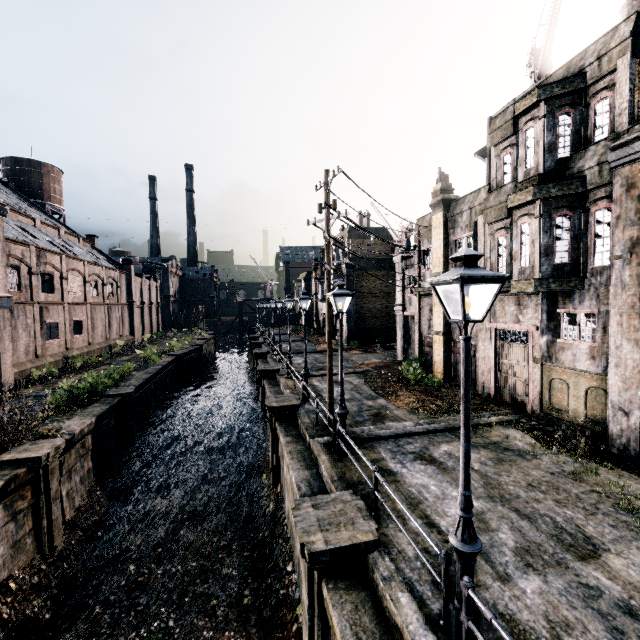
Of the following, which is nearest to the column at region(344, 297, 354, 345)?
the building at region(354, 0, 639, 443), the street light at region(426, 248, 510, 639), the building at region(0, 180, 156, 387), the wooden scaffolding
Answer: the building at region(354, 0, 639, 443)

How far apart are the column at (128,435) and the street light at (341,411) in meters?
14.9

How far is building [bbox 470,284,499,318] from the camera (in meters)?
15.65

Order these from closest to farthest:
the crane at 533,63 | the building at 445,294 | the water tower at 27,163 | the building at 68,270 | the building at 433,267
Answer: the building at 433,267 → the crane at 533,63 → the building at 445,294 → the building at 68,270 → the water tower at 27,163

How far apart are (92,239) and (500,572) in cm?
5595

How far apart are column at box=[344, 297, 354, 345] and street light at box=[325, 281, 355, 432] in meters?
25.8 m

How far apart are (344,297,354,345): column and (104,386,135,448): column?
22.09m
